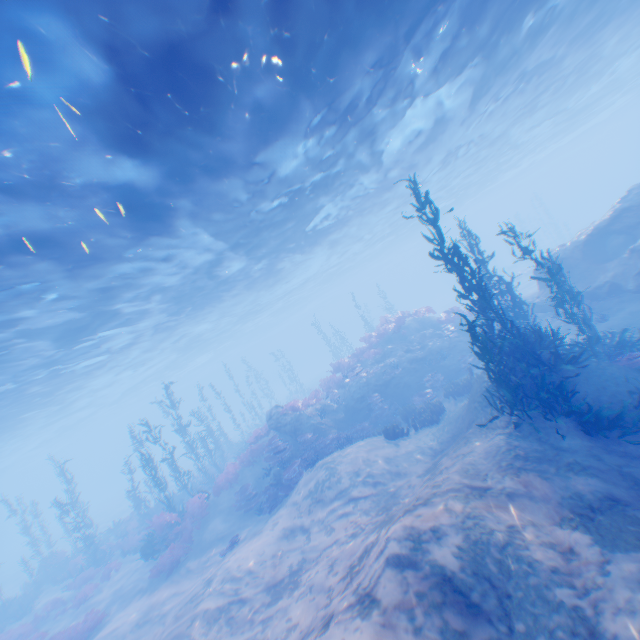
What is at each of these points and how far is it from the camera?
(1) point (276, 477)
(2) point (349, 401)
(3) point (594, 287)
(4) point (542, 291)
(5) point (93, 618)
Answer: (1) rock, 14.6 meters
(2) rock, 18.5 meters
(3) rock, 15.0 meters
(4) rock, 17.8 meters
(5) instancedfoliageactor, 13.9 meters

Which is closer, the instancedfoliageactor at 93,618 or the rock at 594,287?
the instancedfoliageactor at 93,618

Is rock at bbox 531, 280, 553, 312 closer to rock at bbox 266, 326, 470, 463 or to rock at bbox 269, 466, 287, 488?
rock at bbox 266, 326, 470, 463

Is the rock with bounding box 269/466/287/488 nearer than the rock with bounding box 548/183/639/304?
No

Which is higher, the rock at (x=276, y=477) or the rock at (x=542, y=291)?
the rock at (x=542, y=291)

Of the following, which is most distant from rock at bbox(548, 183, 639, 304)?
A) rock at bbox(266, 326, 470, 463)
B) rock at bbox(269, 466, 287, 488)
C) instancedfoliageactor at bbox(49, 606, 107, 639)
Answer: instancedfoliageactor at bbox(49, 606, 107, 639)

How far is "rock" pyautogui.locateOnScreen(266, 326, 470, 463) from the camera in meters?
17.2
